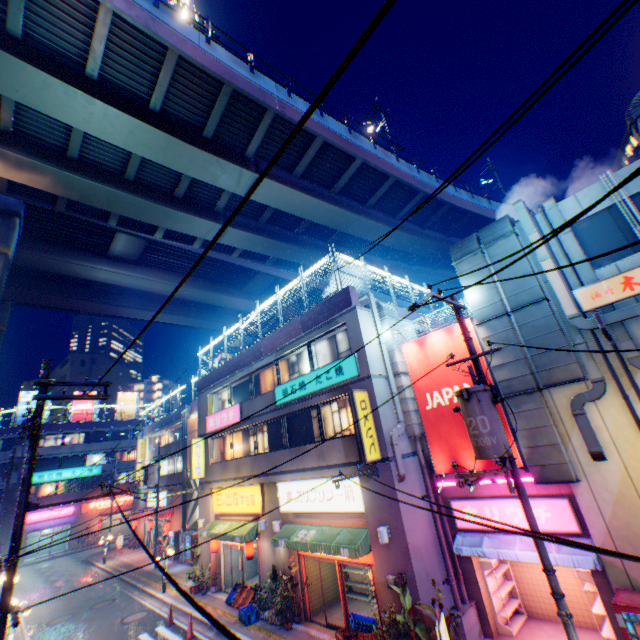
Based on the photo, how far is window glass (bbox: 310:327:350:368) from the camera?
14.56m

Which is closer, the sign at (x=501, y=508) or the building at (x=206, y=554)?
the sign at (x=501, y=508)

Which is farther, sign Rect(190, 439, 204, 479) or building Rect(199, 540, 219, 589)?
sign Rect(190, 439, 204, 479)

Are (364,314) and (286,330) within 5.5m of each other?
yes

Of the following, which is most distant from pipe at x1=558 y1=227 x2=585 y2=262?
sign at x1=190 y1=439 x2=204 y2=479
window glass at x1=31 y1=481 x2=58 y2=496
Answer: window glass at x1=31 y1=481 x2=58 y2=496

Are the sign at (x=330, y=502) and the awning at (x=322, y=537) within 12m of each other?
yes

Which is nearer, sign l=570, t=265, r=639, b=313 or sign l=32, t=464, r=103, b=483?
sign l=570, t=265, r=639, b=313

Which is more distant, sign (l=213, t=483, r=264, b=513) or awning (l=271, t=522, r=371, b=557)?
sign (l=213, t=483, r=264, b=513)
